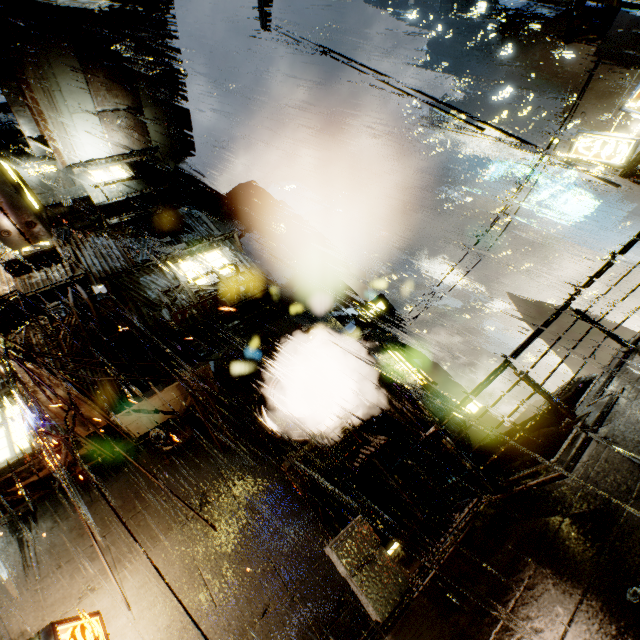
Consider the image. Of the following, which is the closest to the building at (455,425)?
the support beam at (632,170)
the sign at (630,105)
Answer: the support beam at (632,170)

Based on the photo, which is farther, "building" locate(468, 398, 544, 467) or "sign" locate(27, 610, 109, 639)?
"building" locate(468, 398, 544, 467)

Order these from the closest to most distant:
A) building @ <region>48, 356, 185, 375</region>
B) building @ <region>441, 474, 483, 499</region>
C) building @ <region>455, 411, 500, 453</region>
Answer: building @ <region>441, 474, 483, 499</region>, building @ <region>48, 356, 185, 375</region>, building @ <region>455, 411, 500, 453</region>

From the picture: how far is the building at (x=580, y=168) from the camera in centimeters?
1224cm

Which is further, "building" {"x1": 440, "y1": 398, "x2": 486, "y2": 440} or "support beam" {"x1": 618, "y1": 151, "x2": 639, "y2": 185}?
"building" {"x1": 440, "y1": 398, "x2": 486, "y2": 440}

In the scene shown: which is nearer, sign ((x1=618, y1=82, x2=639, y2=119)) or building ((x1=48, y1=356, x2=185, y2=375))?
building ((x1=48, y1=356, x2=185, y2=375))

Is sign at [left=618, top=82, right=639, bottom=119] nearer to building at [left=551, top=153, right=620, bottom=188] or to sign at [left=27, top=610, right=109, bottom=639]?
building at [left=551, top=153, right=620, bottom=188]

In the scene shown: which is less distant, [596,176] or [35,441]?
[35,441]
